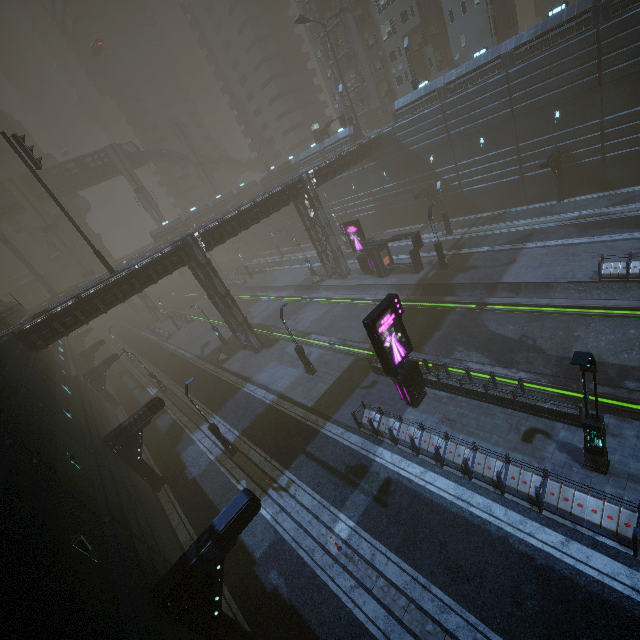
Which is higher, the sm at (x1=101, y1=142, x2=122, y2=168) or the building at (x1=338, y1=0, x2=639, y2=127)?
the sm at (x1=101, y1=142, x2=122, y2=168)

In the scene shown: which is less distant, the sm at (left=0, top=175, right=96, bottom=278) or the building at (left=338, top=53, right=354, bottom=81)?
the building at (left=338, top=53, right=354, bottom=81)

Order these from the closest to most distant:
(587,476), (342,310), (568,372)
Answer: (587,476) → (568,372) → (342,310)

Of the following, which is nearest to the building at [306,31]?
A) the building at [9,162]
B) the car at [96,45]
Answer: the building at [9,162]

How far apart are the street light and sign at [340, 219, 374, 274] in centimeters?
2497cm

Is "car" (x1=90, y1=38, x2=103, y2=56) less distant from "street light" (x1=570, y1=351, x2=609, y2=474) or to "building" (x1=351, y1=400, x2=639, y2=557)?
"building" (x1=351, y1=400, x2=639, y2=557)

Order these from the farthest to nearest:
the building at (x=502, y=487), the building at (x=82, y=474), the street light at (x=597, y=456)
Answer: the building at (x=502, y=487) → the street light at (x=597, y=456) → the building at (x=82, y=474)

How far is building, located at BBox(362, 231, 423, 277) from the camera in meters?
28.4 m
